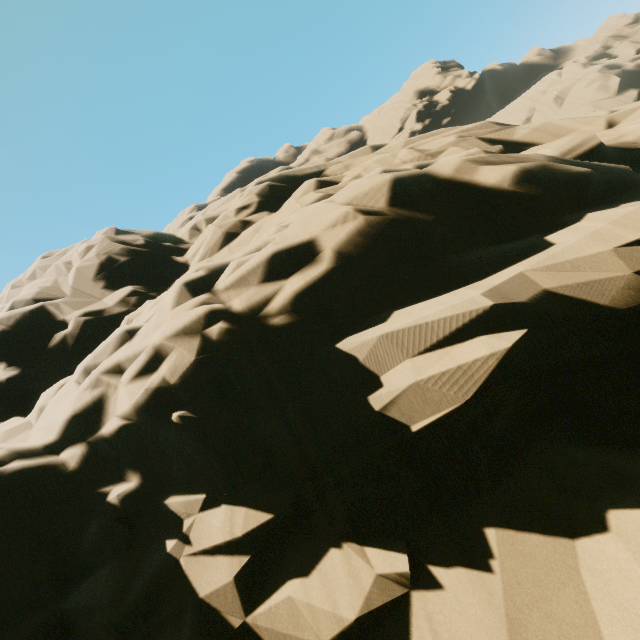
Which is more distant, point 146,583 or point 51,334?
point 51,334
